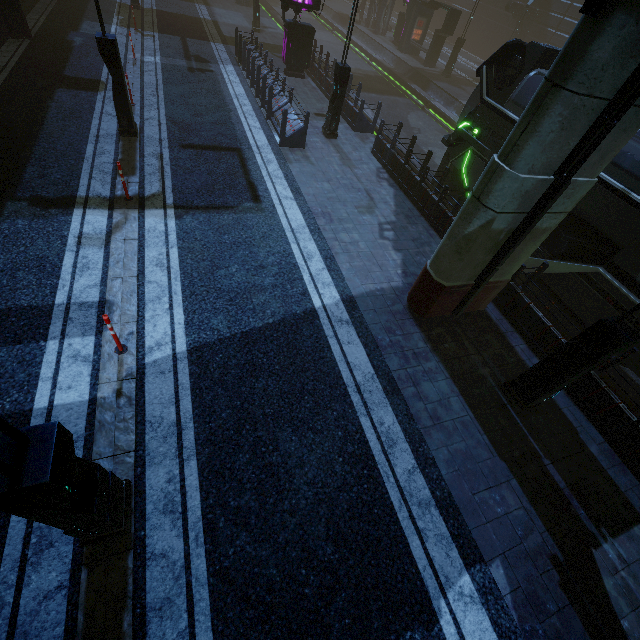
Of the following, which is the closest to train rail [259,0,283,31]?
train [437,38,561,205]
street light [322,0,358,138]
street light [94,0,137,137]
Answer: train [437,38,561,205]

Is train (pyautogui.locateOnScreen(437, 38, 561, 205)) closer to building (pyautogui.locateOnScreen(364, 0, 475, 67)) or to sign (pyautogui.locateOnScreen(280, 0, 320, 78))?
building (pyautogui.locateOnScreen(364, 0, 475, 67))

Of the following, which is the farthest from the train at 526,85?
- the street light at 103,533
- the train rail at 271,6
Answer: the street light at 103,533

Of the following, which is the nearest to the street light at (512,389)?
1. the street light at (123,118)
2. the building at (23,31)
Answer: the building at (23,31)

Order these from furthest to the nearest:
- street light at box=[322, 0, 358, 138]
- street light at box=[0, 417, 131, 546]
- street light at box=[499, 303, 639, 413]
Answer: street light at box=[322, 0, 358, 138]
street light at box=[499, 303, 639, 413]
street light at box=[0, 417, 131, 546]

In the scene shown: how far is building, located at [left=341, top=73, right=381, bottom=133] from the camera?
14.1 meters

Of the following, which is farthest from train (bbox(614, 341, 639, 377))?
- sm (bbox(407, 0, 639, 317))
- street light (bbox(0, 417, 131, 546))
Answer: street light (bbox(0, 417, 131, 546))

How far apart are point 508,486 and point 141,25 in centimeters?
2717cm
